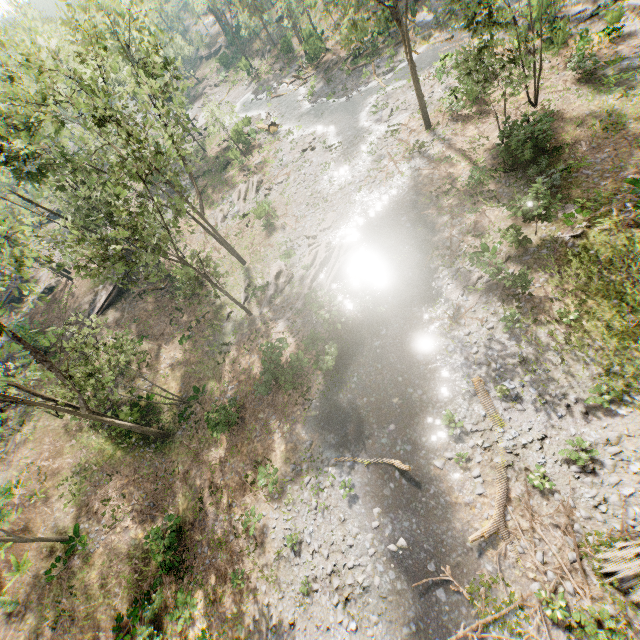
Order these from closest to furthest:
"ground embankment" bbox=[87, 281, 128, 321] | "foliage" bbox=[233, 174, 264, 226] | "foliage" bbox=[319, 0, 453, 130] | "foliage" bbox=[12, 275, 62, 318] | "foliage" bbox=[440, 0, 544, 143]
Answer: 1. "foliage" bbox=[12, 275, 62, 318]
2. "foliage" bbox=[440, 0, 544, 143]
3. "foliage" bbox=[319, 0, 453, 130]
4. "ground embankment" bbox=[87, 281, 128, 321]
5. "foliage" bbox=[233, 174, 264, 226]

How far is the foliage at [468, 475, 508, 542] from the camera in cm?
1205

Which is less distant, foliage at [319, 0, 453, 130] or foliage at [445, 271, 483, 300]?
foliage at [445, 271, 483, 300]

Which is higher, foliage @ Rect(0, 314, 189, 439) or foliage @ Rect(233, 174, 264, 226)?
foliage @ Rect(0, 314, 189, 439)

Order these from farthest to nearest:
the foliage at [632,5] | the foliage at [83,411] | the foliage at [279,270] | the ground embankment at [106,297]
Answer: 1. the ground embankment at [106,297]
2. the foliage at [279,270]
3. the foliage at [632,5]
4. the foliage at [83,411]

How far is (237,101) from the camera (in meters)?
52.41

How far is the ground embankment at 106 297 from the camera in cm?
3041
